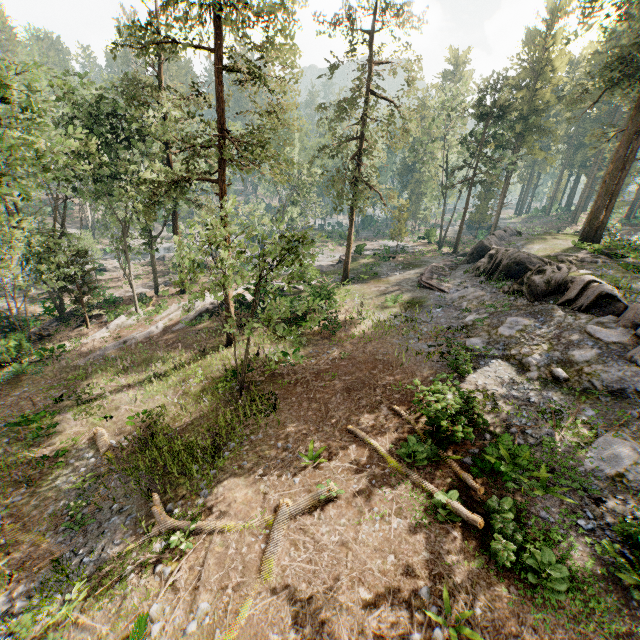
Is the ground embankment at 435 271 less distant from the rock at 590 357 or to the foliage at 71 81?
the rock at 590 357

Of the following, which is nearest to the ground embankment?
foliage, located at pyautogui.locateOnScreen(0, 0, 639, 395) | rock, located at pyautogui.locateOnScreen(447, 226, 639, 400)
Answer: rock, located at pyautogui.locateOnScreen(447, 226, 639, 400)

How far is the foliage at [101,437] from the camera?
15.0m

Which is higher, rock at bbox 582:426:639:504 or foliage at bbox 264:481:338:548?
rock at bbox 582:426:639:504

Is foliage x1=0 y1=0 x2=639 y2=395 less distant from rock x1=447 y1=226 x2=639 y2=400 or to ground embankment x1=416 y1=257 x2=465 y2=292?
rock x1=447 y1=226 x2=639 y2=400

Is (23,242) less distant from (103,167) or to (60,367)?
(103,167)
